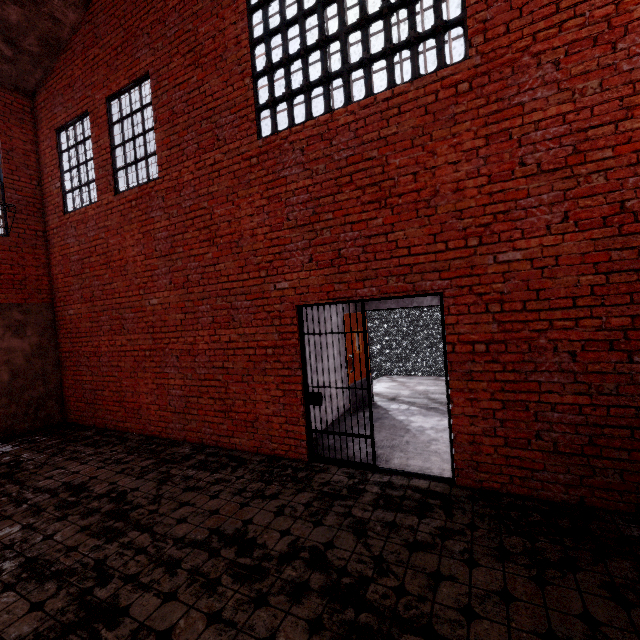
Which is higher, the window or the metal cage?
the window

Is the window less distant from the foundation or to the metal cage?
the metal cage

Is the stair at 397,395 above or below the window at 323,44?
below

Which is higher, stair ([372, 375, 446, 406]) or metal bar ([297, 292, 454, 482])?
metal bar ([297, 292, 454, 482])

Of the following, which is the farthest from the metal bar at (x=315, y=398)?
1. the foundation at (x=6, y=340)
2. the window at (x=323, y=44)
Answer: the foundation at (x=6, y=340)

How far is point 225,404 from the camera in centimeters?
560cm

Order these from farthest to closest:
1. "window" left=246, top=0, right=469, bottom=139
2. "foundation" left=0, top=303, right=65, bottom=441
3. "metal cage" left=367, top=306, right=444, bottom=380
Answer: "metal cage" left=367, top=306, right=444, bottom=380
"foundation" left=0, top=303, right=65, bottom=441
"window" left=246, top=0, right=469, bottom=139

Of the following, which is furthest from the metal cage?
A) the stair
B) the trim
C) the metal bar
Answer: the trim
